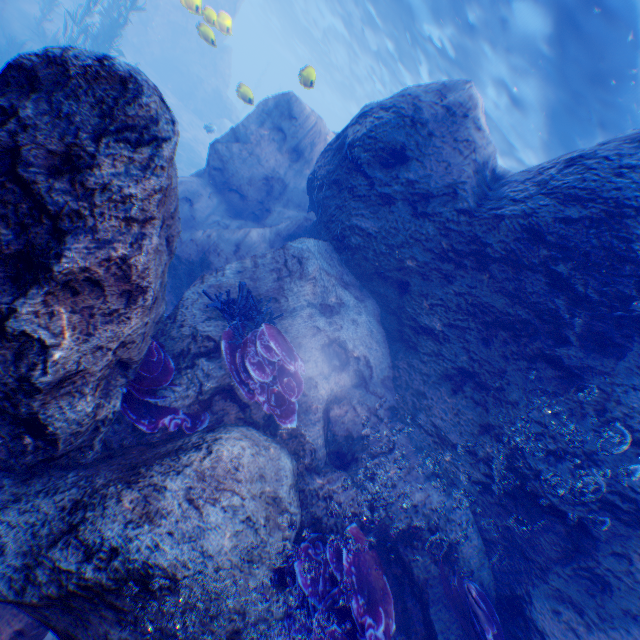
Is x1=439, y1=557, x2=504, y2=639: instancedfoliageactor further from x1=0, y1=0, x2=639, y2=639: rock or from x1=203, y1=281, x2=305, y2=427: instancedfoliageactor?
x1=203, y1=281, x2=305, y2=427: instancedfoliageactor

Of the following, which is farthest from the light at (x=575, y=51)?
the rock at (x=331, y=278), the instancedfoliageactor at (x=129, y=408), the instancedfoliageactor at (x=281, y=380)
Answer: the instancedfoliageactor at (x=129, y=408)

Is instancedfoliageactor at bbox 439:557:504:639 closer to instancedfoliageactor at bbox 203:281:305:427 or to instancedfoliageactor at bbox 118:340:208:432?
instancedfoliageactor at bbox 203:281:305:427

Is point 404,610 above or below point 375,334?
below

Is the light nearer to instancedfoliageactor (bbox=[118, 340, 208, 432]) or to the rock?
the rock

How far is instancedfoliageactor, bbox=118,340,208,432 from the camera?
3.64m

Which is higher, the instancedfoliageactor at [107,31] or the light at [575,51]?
the light at [575,51]

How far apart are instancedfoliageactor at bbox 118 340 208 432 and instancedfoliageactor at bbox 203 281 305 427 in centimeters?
67cm
